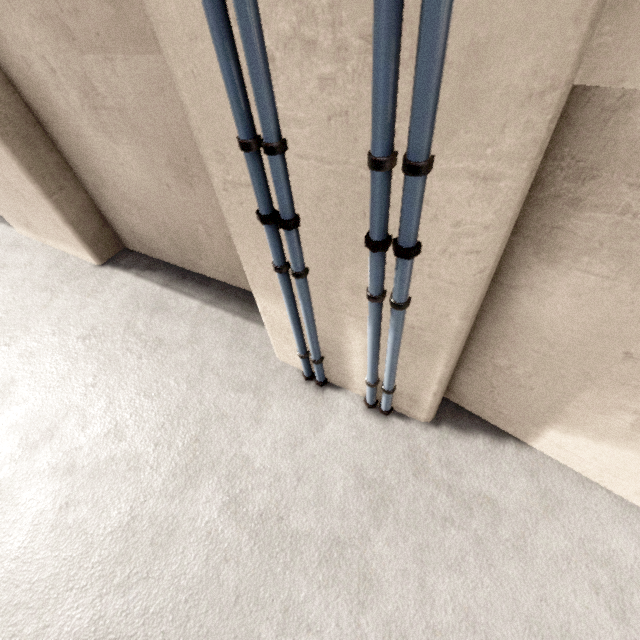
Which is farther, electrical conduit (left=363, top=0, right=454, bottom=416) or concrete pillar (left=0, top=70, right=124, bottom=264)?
concrete pillar (left=0, top=70, right=124, bottom=264)

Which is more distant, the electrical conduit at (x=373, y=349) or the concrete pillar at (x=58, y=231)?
the concrete pillar at (x=58, y=231)

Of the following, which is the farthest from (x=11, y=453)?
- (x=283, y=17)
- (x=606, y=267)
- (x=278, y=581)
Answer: (x=606, y=267)

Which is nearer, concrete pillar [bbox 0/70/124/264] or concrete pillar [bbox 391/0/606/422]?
concrete pillar [bbox 391/0/606/422]

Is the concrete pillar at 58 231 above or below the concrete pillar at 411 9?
below
